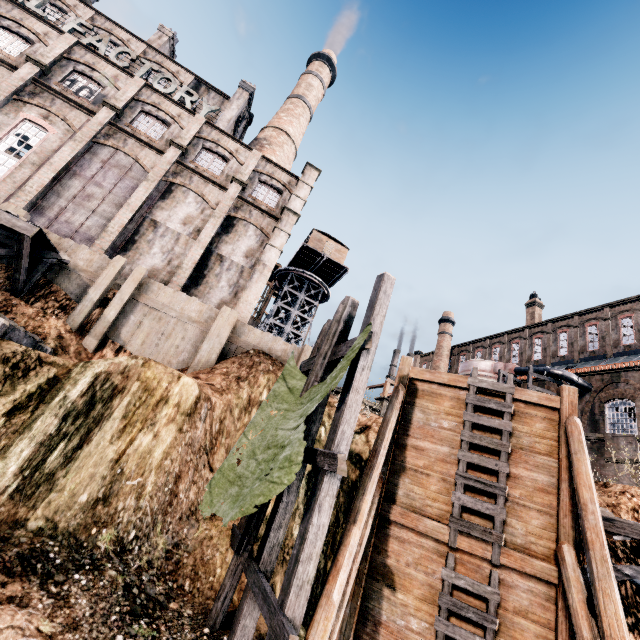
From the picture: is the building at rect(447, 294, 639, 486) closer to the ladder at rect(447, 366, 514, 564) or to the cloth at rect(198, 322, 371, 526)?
the cloth at rect(198, 322, 371, 526)

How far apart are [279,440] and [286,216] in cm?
1909

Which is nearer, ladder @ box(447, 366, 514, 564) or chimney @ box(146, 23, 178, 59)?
ladder @ box(447, 366, 514, 564)

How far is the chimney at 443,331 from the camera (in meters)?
50.53

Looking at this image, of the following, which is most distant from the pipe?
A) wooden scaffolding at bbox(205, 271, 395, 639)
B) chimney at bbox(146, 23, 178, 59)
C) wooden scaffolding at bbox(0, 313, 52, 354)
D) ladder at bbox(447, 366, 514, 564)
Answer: chimney at bbox(146, 23, 178, 59)

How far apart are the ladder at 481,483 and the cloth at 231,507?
4.2 meters

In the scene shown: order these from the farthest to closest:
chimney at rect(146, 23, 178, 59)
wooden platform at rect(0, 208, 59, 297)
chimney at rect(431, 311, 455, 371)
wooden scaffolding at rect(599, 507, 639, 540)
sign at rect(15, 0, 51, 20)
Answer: chimney at rect(431, 311, 455, 371) → chimney at rect(146, 23, 178, 59) → sign at rect(15, 0, 51, 20) → wooden platform at rect(0, 208, 59, 297) → wooden scaffolding at rect(599, 507, 639, 540)

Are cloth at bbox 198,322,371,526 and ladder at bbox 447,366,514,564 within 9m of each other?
yes
